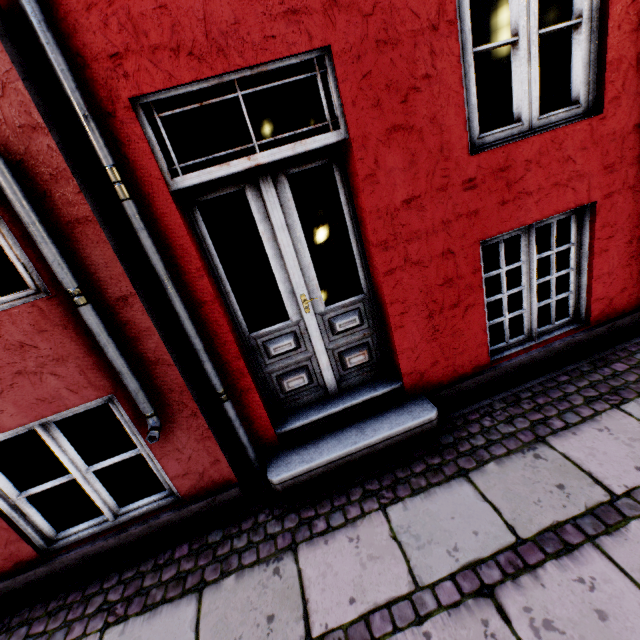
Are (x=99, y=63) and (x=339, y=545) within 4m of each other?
yes
